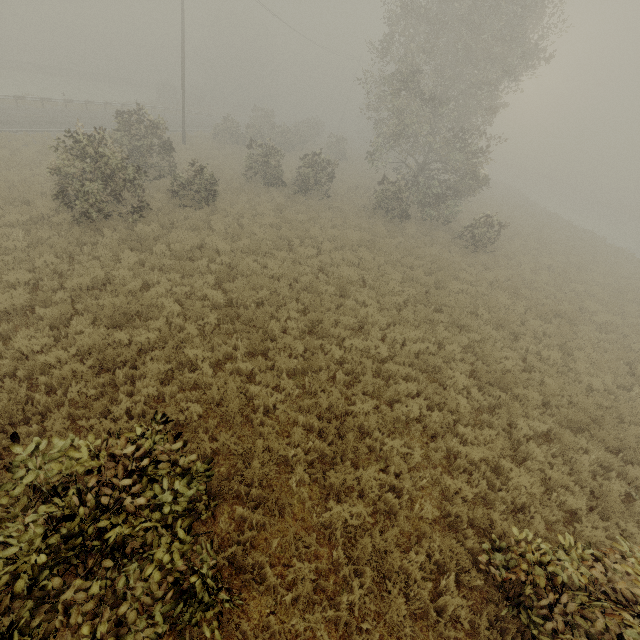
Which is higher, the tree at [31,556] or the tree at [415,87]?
the tree at [415,87]

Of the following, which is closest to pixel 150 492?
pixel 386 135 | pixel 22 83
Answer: pixel 386 135

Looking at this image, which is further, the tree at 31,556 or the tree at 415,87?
the tree at 415,87

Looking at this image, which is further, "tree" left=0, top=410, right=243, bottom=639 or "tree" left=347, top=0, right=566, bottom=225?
"tree" left=347, top=0, right=566, bottom=225

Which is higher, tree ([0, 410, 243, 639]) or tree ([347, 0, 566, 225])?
tree ([347, 0, 566, 225])
